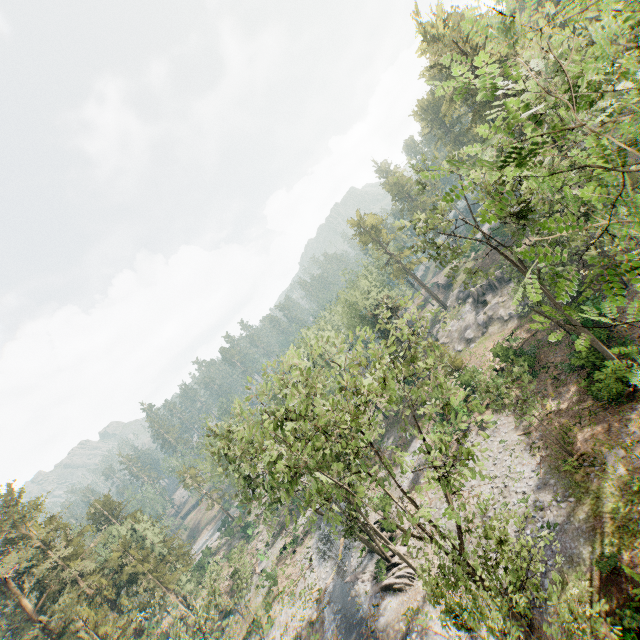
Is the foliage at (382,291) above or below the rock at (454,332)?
above

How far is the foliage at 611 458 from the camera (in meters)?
17.12

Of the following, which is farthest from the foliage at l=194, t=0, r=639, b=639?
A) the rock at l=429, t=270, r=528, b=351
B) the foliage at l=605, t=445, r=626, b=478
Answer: the foliage at l=605, t=445, r=626, b=478

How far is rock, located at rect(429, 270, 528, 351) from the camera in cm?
4325

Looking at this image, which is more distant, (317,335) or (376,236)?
(376,236)

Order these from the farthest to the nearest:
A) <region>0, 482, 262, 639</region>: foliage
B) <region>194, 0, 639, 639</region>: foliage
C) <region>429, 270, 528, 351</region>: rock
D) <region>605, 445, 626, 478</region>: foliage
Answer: <region>429, 270, 528, 351</region>: rock
<region>0, 482, 262, 639</region>: foliage
<region>605, 445, 626, 478</region>: foliage
<region>194, 0, 639, 639</region>: foliage

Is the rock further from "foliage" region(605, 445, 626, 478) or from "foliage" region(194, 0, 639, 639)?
"foliage" region(605, 445, 626, 478)

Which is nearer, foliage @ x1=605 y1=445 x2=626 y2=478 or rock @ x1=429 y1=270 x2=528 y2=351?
foliage @ x1=605 y1=445 x2=626 y2=478
